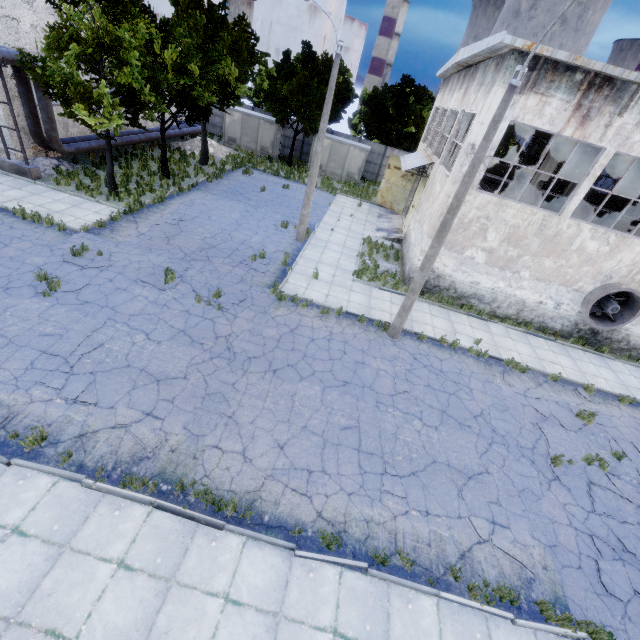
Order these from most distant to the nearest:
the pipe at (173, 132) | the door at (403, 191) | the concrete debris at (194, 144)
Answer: the concrete debris at (194, 144) < the pipe at (173, 132) < the door at (403, 191)

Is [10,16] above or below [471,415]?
above

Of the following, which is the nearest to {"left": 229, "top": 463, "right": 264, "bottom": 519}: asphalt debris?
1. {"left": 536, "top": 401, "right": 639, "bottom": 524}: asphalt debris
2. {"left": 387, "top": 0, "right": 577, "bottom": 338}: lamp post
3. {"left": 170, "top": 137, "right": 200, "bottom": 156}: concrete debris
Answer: {"left": 387, "top": 0, "right": 577, "bottom": 338}: lamp post

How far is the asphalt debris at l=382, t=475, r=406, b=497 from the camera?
7.9m

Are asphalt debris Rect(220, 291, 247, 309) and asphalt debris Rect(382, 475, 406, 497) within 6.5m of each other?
no

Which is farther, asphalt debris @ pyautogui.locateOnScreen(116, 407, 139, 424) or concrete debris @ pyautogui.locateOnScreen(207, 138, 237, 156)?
concrete debris @ pyautogui.locateOnScreen(207, 138, 237, 156)

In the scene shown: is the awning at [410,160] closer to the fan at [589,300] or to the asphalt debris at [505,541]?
the fan at [589,300]

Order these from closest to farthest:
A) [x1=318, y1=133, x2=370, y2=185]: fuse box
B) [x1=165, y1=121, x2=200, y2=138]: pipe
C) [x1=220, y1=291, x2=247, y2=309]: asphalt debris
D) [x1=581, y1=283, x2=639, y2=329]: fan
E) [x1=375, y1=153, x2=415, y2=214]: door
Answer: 1. [x1=220, y1=291, x2=247, y2=309]: asphalt debris
2. [x1=581, y1=283, x2=639, y2=329]: fan
3. [x1=375, y1=153, x2=415, y2=214]: door
4. [x1=165, y1=121, x2=200, y2=138]: pipe
5. [x1=318, y1=133, x2=370, y2=185]: fuse box
